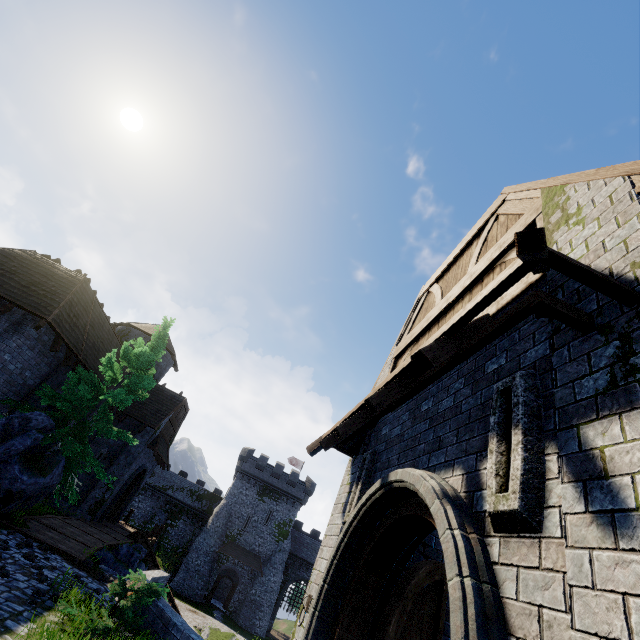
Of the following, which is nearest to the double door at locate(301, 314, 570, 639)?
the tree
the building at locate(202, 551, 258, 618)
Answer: the tree

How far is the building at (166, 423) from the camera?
19.6m

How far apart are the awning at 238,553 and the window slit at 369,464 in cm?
4334

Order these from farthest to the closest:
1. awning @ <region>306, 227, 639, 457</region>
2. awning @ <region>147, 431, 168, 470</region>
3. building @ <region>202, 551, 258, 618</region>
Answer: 1. building @ <region>202, 551, 258, 618</region>
2. awning @ <region>147, 431, 168, 470</region>
3. awning @ <region>306, 227, 639, 457</region>

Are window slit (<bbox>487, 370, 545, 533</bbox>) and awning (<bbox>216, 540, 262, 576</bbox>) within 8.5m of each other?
no

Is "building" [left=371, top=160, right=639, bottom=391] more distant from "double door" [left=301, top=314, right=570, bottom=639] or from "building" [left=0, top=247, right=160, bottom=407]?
"building" [left=0, top=247, right=160, bottom=407]

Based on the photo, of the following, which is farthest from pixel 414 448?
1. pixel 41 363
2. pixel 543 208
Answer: pixel 41 363

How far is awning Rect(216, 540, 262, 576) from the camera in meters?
39.1
